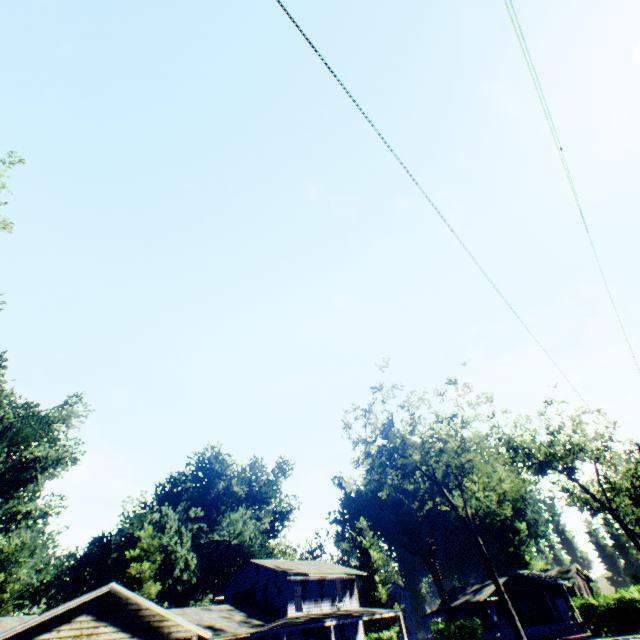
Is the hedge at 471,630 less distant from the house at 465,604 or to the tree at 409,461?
the house at 465,604

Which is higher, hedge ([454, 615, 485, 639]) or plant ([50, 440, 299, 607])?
plant ([50, 440, 299, 607])

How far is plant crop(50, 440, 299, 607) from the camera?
39.3m

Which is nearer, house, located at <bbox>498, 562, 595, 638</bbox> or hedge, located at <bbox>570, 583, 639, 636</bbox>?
hedge, located at <bbox>570, 583, 639, 636</bbox>

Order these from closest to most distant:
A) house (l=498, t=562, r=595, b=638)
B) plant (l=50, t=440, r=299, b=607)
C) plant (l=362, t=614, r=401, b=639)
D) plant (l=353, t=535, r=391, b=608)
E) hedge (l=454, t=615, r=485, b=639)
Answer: plant (l=50, t=440, r=299, b=607) < hedge (l=454, t=615, r=485, b=639) < house (l=498, t=562, r=595, b=638) < plant (l=362, t=614, r=401, b=639) < plant (l=353, t=535, r=391, b=608)

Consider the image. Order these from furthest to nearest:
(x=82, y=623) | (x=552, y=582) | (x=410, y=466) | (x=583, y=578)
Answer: (x=583, y=578) < (x=552, y=582) < (x=410, y=466) < (x=82, y=623)

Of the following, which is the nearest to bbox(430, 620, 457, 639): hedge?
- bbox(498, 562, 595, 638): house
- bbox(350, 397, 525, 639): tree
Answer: bbox(498, 562, 595, 638): house

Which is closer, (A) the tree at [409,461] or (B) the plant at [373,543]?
(A) the tree at [409,461]
